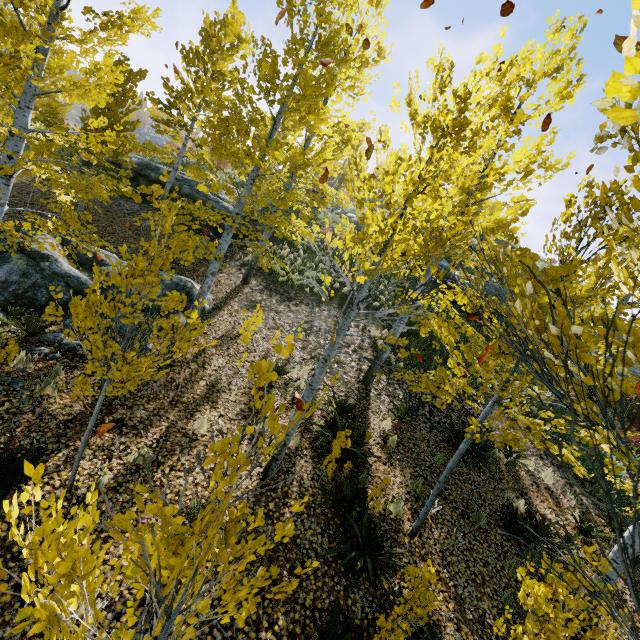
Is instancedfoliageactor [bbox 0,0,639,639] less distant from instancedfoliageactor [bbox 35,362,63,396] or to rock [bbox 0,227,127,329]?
instancedfoliageactor [bbox 35,362,63,396]

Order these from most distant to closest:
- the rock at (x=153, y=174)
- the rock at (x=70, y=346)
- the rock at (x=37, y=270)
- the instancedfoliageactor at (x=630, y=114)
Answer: the rock at (x=153, y=174) < the rock at (x=37, y=270) < the rock at (x=70, y=346) < the instancedfoliageactor at (x=630, y=114)

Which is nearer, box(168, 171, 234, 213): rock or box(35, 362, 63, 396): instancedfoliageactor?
box(35, 362, 63, 396): instancedfoliageactor

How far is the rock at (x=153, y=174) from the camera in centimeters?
1752cm

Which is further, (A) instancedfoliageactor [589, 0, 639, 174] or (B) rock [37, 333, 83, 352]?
Answer: (B) rock [37, 333, 83, 352]

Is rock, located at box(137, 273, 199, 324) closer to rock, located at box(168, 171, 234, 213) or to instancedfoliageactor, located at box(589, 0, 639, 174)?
instancedfoliageactor, located at box(589, 0, 639, 174)

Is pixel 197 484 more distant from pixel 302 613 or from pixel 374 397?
pixel 374 397

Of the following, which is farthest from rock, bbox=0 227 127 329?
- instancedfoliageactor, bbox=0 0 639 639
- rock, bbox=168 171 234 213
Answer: rock, bbox=168 171 234 213
